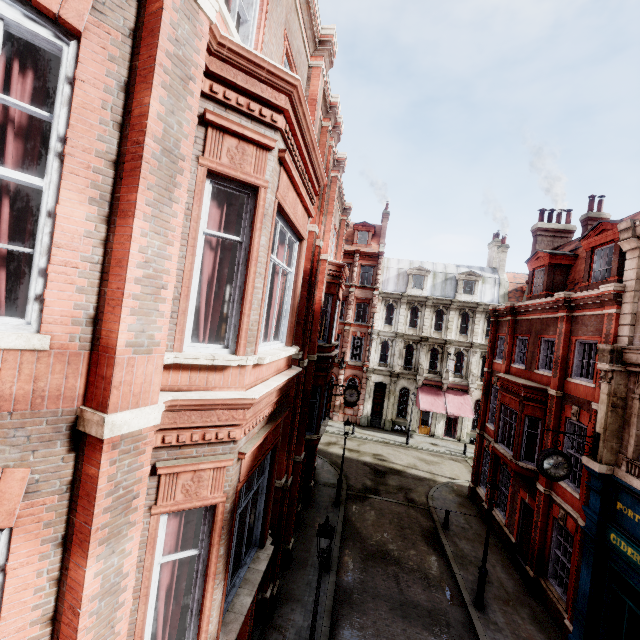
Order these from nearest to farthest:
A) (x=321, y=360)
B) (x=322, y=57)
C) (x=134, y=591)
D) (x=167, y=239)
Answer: (x=167, y=239) < (x=134, y=591) < (x=322, y=57) < (x=321, y=360)

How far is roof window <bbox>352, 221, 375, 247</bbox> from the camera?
35.4 meters

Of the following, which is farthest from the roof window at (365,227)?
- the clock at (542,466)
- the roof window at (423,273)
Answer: the clock at (542,466)

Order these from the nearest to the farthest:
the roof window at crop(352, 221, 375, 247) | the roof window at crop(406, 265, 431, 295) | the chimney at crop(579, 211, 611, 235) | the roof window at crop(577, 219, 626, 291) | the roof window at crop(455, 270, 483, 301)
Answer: the roof window at crop(577, 219, 626, 291), the chimney at crop(579, 211, 611, 235), the roof window at crop(455, 270, 483, 301), the roof window at crop(406, 265, 431, 295), the roof window at crop(352, 221, 375, 247)

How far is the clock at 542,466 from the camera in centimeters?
1039cm

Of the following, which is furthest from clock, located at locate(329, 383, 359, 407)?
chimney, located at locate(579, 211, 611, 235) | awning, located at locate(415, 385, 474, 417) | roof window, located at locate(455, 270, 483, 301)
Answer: chimney, located at locate(579, 211, 611, 235)

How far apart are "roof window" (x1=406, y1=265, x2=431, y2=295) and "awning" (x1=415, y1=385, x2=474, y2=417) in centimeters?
912cm

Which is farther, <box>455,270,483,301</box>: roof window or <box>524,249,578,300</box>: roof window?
<box>455,270,483,301</box>: roof window
